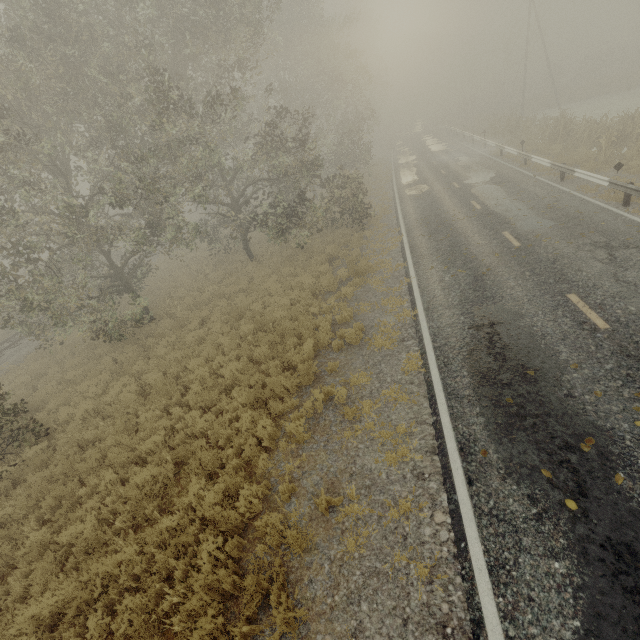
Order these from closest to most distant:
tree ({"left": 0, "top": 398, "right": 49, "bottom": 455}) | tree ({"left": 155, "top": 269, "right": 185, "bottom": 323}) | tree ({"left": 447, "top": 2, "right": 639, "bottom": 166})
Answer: tree ({"left": 0, "top": 398, "right": 49, "bottom": 455}), tree ({"left": 155, "top": 269, "right": 185, "bottom": 323}), tree ({"left": 447, "top": 2, "right": 639, "bottom": 166})

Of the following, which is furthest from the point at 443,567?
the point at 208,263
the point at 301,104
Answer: the point at 301,104

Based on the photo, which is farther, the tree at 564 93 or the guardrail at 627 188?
the tree at 564 93

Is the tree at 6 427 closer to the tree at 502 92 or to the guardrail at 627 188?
the guardrail at 627 188

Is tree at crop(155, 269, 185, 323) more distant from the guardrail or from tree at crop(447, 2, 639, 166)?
tree at crop(447, 2, 639, 166)

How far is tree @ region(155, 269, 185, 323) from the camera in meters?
15.6
